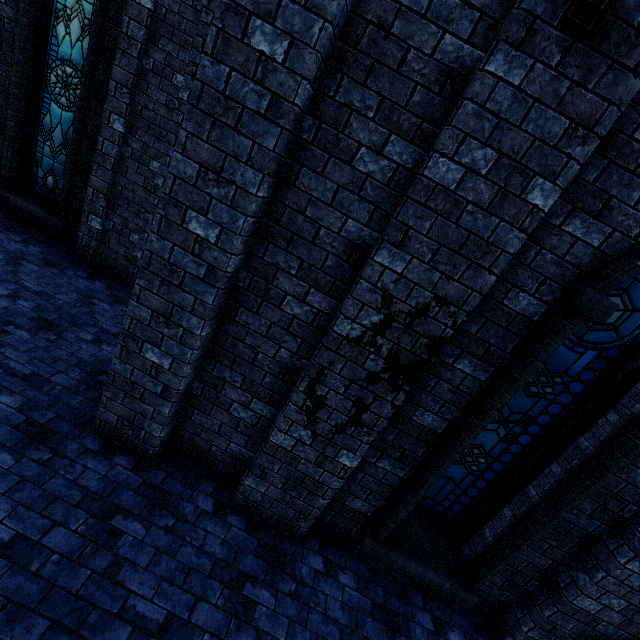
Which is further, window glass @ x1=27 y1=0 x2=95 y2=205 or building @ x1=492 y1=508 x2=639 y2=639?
window glass @ x1=27 y1=0 x2=95 y2=205

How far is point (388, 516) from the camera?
3.7m

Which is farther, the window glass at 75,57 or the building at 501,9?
the window glass at 75,57

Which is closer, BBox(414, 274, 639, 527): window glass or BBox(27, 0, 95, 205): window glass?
BBox(414, 274, 639, 527): window glass

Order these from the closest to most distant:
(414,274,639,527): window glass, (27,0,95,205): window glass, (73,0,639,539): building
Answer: (73,0,639,539): building → (414,274,639,527): window glass → (27,0,95,205): window glass

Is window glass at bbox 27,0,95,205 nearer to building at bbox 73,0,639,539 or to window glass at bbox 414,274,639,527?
building at bbox 73,0,639,539

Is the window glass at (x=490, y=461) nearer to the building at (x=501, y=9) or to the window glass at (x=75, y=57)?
the building at (x=501, y=9)
